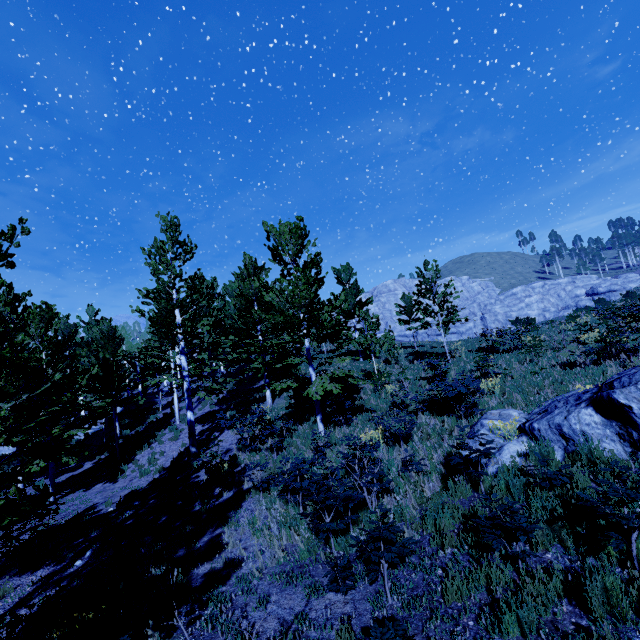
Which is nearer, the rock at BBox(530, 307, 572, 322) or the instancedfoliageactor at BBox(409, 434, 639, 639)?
the instancedfoliageactor at BBox(409, 434, 639, 639)

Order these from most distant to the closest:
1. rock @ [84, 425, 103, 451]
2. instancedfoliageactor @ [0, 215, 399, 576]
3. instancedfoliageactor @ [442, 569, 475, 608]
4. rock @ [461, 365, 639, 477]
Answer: rock @ [84, 425, 103, 451] < instancedfoliageactor @ [0, 215, 399, 576] < rock @ [461, 365, 639, 477] < instancedfoliageactor @ [442, 569, 475, 608]

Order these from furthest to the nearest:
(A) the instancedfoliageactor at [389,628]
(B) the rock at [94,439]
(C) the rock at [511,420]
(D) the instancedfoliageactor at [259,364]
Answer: (B) the rock at [94,439] → (D) the instancedfoliageactor at [259,364] → (C) the rock at [511,420] → (A) the instancedfoliageactor at [389,628]

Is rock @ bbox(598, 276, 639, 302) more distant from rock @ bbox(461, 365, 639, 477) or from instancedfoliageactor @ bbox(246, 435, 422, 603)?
rock @ bbox(461, 365, 639, 477)

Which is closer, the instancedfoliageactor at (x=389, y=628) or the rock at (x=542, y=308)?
the instancedfoliageactor at (x=389, y=628)

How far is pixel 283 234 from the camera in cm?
1318

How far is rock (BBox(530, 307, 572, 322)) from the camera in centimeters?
5875cm
